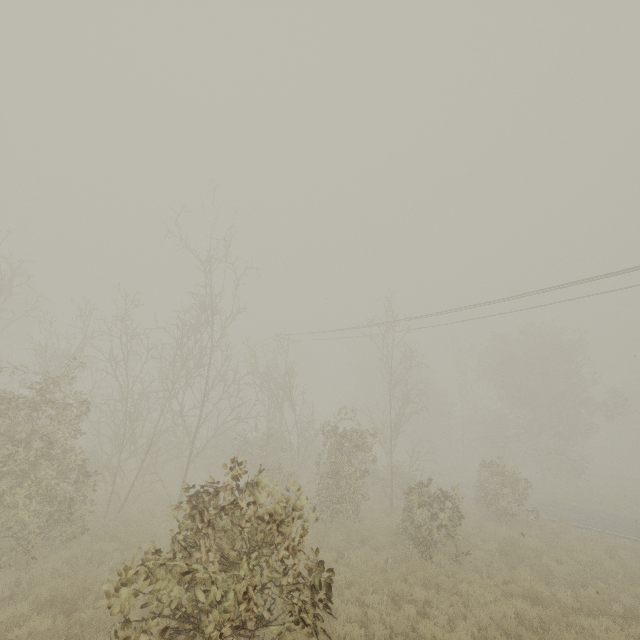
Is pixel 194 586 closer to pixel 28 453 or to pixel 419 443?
pixel 28 453
